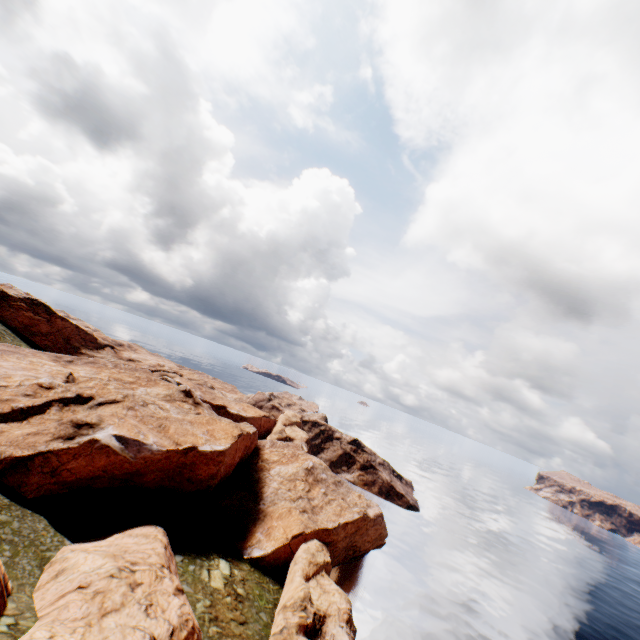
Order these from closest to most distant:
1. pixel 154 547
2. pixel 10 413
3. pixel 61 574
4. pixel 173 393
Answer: pixel 61 574, pixel 154 547, pixel 10 413, pixel 173 393

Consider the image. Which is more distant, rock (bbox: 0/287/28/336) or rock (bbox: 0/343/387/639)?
rock (bbox: 0/287/28/336)

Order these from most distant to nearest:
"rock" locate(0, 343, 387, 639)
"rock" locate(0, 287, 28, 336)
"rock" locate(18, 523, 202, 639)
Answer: "rock" locate(0, 287, 28, 336) < "rock" locate(0, 343, 387, 639) < "rock" locate(18, 523, 202, 639)

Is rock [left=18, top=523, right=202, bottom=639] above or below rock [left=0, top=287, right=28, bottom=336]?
below

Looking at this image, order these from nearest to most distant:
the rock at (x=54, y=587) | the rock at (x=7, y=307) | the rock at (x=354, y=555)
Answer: the rock at (x=54, y=587) < the rock at (x=354, y=555) < the rock at (x=7, y=307)

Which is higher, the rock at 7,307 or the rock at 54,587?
the rock at 7,307
